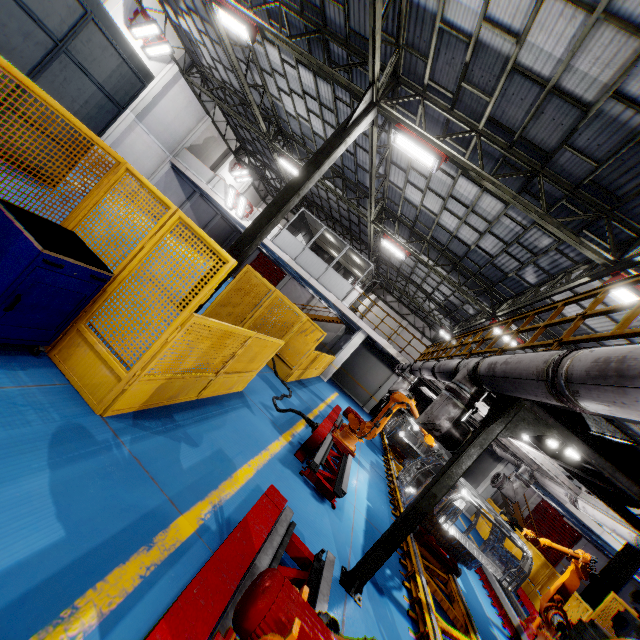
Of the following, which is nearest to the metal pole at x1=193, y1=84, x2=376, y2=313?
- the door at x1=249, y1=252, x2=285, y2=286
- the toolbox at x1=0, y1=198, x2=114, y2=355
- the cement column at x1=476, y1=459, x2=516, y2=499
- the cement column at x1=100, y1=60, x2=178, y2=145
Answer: the toolbox at x1=0, y1=198, x2=114, y2=355

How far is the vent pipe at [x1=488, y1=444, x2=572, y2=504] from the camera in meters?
8.4

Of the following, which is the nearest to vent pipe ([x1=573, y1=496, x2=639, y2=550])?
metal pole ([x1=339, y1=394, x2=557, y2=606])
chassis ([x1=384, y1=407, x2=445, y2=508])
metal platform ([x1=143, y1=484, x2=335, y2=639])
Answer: chassis ([x1=384, y1=407, x2=445, y2=508])

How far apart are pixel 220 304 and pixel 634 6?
9.0m

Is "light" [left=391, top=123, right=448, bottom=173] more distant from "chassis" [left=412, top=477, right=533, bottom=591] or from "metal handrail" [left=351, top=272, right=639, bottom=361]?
"chassis" [left=412, top=477, right=533, bottom=591]

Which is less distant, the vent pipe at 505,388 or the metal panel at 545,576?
the vent pipe at 505,388

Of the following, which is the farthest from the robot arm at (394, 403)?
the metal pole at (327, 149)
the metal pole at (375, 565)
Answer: the metal pole at (327, 149)

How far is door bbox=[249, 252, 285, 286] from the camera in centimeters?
3316cm
